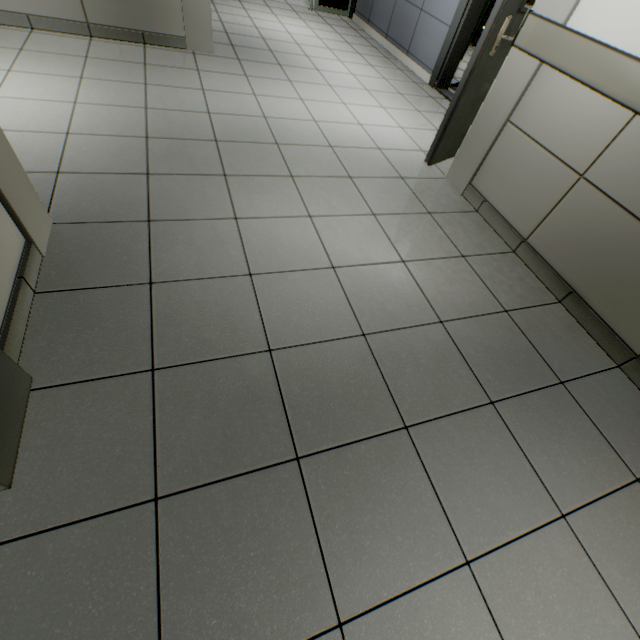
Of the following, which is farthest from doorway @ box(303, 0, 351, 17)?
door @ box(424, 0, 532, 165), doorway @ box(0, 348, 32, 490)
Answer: doorway @ box(0, 348, 32, 490)

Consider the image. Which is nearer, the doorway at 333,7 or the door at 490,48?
the door at 490,48

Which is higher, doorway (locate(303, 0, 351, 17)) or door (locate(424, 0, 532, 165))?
door (locate(424, 0, 532, 165))

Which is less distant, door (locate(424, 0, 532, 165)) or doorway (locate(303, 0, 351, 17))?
door (locate(424, 0, 532, 165))

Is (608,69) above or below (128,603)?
above

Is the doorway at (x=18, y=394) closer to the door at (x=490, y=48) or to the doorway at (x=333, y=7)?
the door at (x=490, y=48)

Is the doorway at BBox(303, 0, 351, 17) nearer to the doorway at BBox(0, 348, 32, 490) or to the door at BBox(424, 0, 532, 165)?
the door at BBox(424, 0, 532, 165)

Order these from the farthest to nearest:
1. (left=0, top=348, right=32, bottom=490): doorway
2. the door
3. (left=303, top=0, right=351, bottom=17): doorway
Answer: (left=303, top=0, right=351, bottom=17): doorway < the door < (left=0, top=348, right=32, bottom=490): doorway
